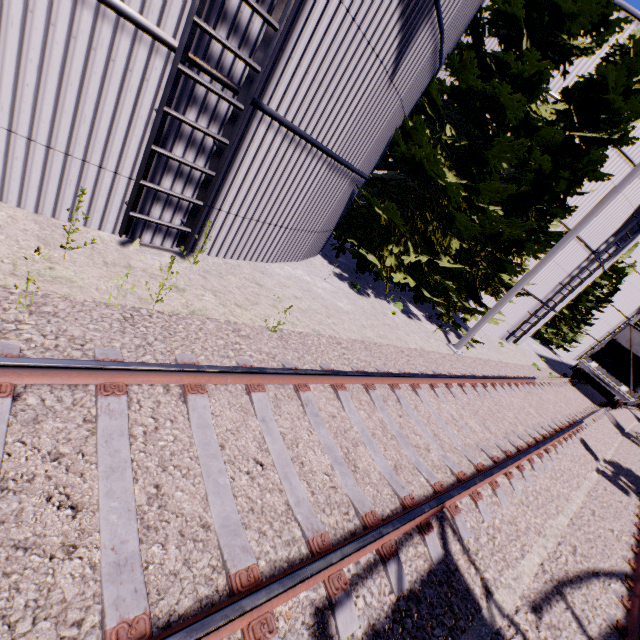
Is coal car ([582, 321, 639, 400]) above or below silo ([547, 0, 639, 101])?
below

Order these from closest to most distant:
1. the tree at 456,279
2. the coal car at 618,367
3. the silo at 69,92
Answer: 1. the silo at 69,92
2. the tree at 456,279
3. the coal car at 618,367

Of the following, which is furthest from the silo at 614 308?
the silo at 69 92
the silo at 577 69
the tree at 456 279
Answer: the silo at 69 92

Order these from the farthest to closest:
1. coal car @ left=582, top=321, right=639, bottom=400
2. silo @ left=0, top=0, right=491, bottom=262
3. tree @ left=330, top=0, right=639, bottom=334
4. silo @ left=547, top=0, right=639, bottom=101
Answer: coal car @ left=582, top=321, right=639, bottom=400 < silo @ left=547, top=0, right=639, bottom=101 < tree @ left=330, top=0, right=639, bottom=334 < silo @ left=0, top=0, right=491, bottom=262

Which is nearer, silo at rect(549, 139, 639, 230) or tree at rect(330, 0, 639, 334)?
tree at rect(330, 0, 639, 334)

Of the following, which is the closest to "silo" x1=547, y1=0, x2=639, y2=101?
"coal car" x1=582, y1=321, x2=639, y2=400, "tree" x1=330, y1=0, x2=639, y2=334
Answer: "coal car" x1=582, y1=321, x2=639, y2=400

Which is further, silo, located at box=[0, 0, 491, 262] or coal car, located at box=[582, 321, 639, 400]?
coal car, located at box=[582, 321, 639, 400]

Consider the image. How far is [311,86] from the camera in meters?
5.3
